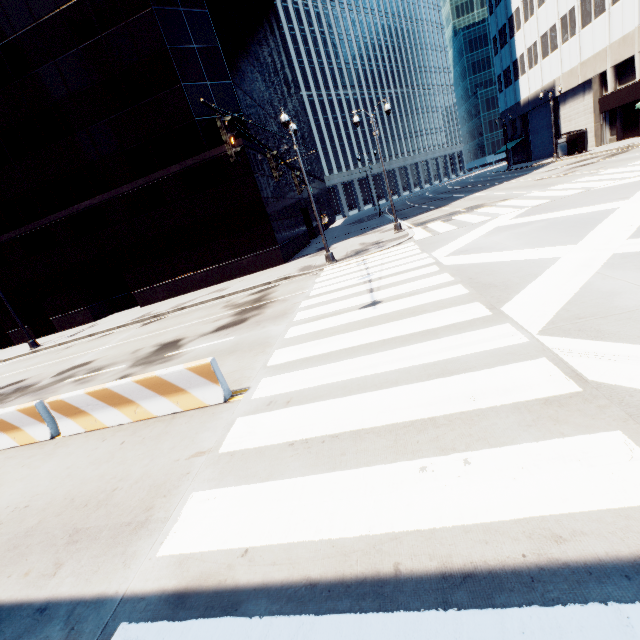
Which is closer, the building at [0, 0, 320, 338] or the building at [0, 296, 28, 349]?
the building at [0, 0, 320, 338]

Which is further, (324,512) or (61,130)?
(61,130)

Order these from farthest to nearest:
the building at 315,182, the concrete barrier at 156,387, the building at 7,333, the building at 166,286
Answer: the building at 315,182, the building at 7,333, the building at 166,286, the concrete barrier at 156,387

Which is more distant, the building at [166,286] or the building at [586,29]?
the building at [586,29]

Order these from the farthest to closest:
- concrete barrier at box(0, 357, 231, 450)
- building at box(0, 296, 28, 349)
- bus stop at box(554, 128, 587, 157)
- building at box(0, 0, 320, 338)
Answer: bus stop at box(554, 128, 587, 157) → building at box(0, 296, 28, 349) → building at box(0, 0, 320, 338) → concrete barrier at box(0, 357, 231, 450)

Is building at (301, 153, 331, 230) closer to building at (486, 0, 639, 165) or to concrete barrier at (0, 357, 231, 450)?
concrete barrier at (0, 357, 231, 450)

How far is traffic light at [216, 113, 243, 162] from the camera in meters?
6.7

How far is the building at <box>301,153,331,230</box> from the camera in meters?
45.9 m
